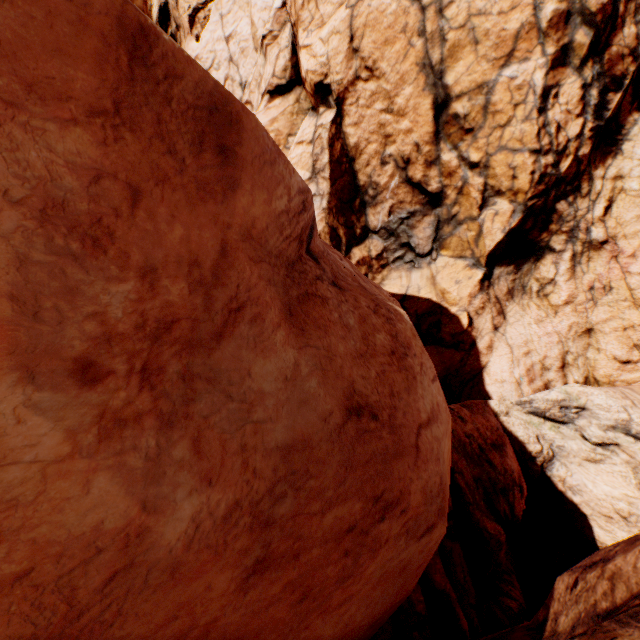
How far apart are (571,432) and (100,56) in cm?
1838
